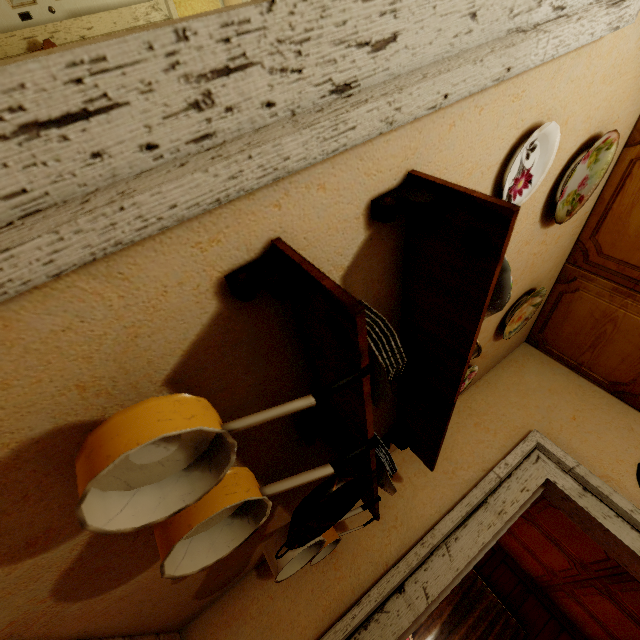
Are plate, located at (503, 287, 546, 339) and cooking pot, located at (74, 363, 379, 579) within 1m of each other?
no

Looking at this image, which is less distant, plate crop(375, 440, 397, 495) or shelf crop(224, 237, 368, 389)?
shelf crop(224, 237, 368, 389)

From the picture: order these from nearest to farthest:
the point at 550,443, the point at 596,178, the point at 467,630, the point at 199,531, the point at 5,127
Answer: the point at 5,127
the point at 199,531
the point at 596,178
the point at 550,443
the point at 467,630

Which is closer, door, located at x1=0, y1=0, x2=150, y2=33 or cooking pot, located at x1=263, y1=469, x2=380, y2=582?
cooking pot, located at x1=263, y1=469, x2=380, y2=582

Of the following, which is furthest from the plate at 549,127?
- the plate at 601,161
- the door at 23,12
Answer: the door at 23,12

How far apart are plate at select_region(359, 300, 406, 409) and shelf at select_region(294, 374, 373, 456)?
0.0 meters

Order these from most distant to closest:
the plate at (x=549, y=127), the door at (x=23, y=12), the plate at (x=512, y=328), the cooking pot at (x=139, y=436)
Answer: the door at (x=23, y=12)
the plate at (x=512, y=328)
the plate at (x=549, y=127)
the cooking pot at (x=139, y=436)

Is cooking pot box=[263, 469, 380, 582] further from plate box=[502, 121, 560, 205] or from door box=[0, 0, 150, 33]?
door box=[0, 0, 150, 33]
